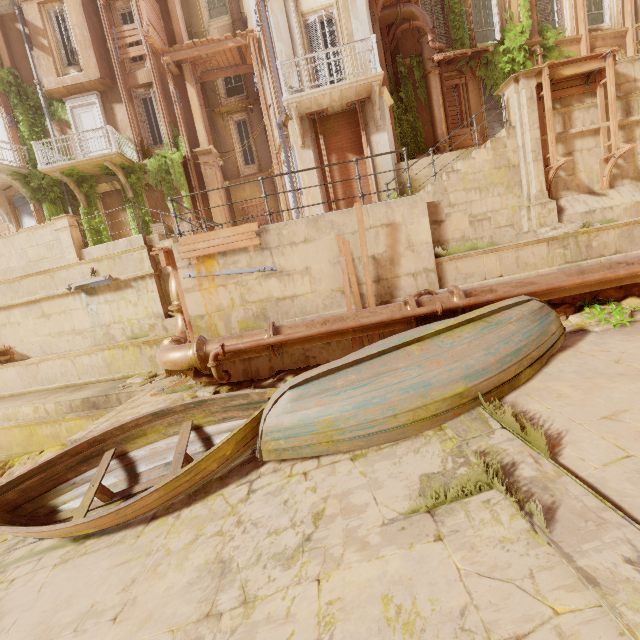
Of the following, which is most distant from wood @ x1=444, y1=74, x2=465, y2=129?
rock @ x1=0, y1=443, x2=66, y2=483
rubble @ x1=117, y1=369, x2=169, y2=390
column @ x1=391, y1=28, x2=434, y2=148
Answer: rock @ x1=0, y1=443, x2=66, y2=483

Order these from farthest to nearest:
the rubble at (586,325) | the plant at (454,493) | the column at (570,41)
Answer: the column at (570,41), the rubble at (586,325), the plant at (454,493)

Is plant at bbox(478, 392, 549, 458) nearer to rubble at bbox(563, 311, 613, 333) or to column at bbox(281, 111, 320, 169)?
rubble at bbox(563, 311, 613, 333)

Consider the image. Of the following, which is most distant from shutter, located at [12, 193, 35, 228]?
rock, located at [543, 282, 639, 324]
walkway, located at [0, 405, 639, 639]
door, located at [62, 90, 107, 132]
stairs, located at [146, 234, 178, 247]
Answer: rock, located at [543, 282, 639, 324]

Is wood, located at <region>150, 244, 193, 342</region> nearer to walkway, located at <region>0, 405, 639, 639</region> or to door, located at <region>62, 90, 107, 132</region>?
walkway, located at <region>0, 405, 639, 639</region>

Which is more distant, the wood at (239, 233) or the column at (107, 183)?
the column at (107, 183)

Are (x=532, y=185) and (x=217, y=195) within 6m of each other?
no

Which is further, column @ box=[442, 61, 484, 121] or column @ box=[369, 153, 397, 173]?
column @ box=[442, 61, 484, 121]
